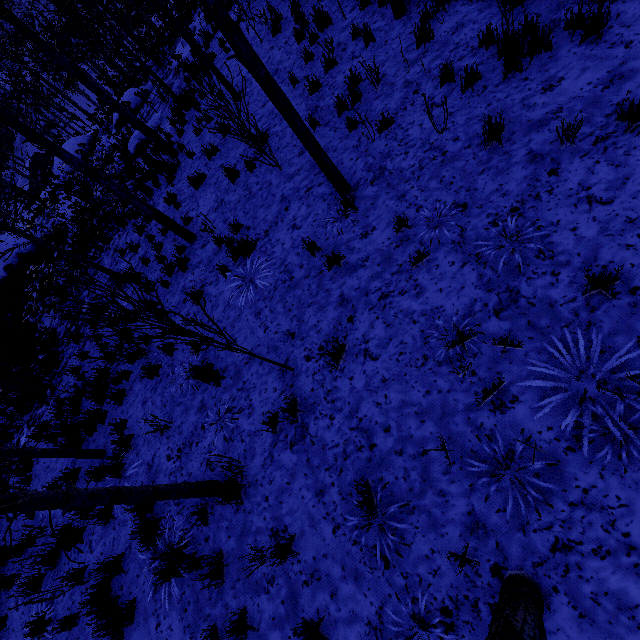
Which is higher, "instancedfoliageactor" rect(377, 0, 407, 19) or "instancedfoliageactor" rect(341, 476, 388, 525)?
"instancedfoliageactor" rect(341, 476, 388, 525)

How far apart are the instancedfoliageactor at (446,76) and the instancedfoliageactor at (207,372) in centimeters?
493cm

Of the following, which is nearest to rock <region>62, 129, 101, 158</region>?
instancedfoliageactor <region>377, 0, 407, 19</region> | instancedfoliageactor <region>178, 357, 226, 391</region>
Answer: instancedfoliageactor <region>178, 357, 226, 391</region>

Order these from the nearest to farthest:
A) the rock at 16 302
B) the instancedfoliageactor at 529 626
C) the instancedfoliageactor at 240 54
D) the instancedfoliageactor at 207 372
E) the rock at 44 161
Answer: the instancedfoliageactor at 529 626
the instancedfoliageactor at 240 54
the instancedfoliageactor at 207 372
the rock at 16 302
the rock at 44 161

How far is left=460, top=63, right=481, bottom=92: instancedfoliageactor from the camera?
4.7m

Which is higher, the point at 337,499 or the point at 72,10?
the point at 72,10

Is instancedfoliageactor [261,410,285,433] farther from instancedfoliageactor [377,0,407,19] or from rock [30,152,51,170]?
rock [30,152,51,170]
